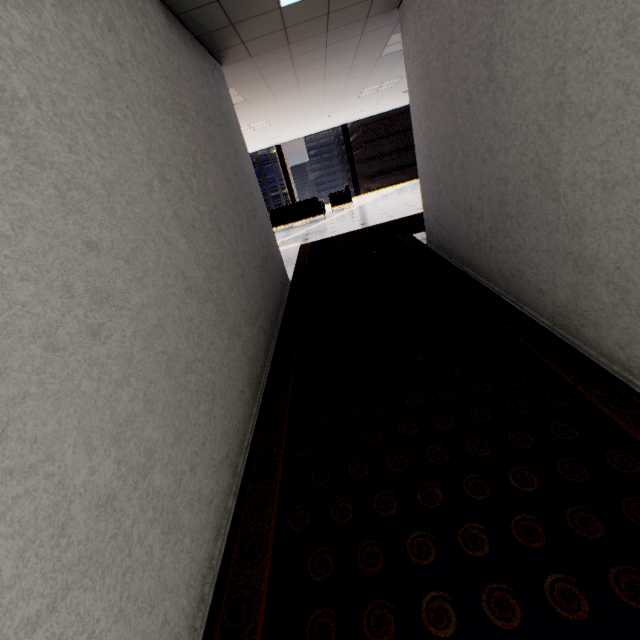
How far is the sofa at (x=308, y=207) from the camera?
10.68m

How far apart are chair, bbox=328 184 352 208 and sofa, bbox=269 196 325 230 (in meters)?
0.57

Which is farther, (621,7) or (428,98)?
(428,98)

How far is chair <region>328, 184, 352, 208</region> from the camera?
11.7 meters

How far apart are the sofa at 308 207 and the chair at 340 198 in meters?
0.6

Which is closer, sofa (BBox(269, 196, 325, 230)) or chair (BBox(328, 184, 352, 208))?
sofa (BBox(269, 196, 325, 230))

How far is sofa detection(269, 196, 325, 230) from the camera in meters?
10.7
